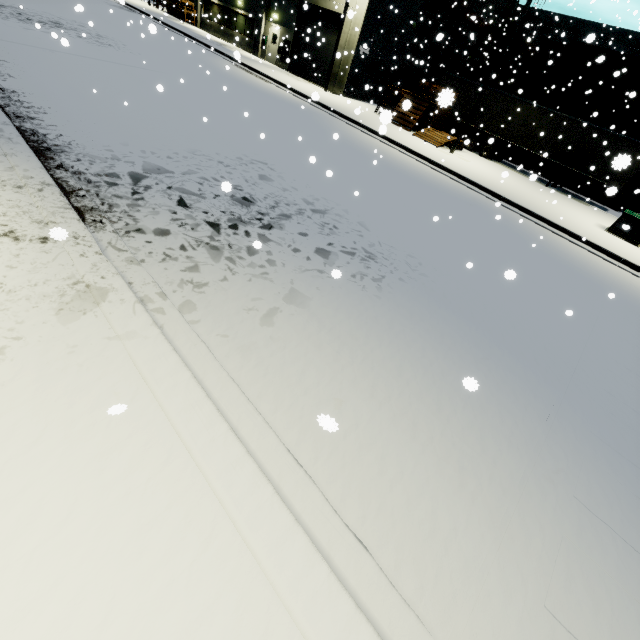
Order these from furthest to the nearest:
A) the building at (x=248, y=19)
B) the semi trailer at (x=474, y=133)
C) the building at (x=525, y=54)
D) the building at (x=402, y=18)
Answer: the building at (x=525, y=54) < the building at (x=248, y=19) < the building at (x=402, y=18) < the semi trailer at (x=474, y=133)

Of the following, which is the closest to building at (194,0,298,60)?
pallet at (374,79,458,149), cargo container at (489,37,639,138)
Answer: pallet at (374,79,458,149)

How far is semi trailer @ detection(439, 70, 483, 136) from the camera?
24.0 meters

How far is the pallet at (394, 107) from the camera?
4.5 meters

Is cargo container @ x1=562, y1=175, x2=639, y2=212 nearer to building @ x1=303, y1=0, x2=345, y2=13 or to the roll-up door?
the roll-up door

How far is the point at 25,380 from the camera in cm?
258

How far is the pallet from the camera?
4.5m

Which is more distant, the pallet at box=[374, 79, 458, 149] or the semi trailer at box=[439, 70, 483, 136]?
the semi trailer at box=[439, 70, 483, 136]
